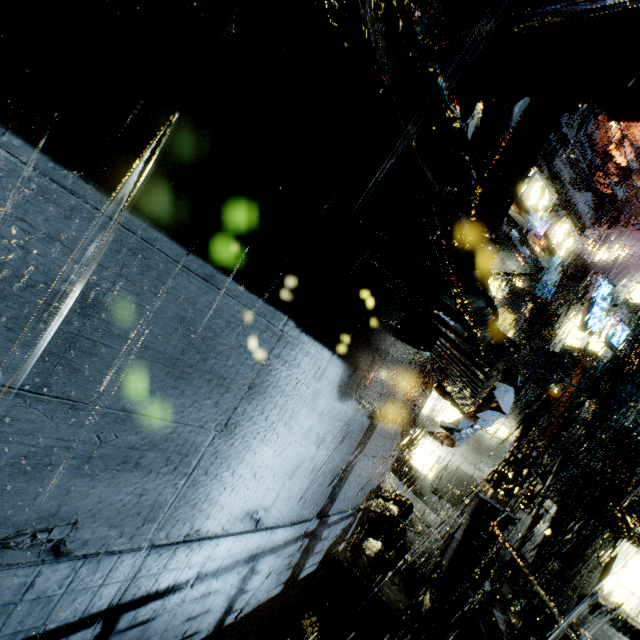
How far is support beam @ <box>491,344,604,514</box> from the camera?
12.7 meters

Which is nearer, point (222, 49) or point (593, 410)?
point (222, 49)

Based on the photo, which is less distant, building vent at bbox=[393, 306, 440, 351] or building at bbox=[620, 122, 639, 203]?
building vent at bbox=[393, 306, 440, 351]

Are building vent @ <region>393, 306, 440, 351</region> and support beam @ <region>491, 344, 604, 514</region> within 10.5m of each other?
no

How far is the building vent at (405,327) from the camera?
3.7 meters

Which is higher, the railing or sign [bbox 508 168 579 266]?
sign [bbox 508 168 579 266]

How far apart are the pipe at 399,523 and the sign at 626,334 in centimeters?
Answer: 967cm

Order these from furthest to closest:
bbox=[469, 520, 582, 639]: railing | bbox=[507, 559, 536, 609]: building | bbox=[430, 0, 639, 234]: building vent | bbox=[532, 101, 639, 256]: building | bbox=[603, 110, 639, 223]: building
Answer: bbox=[603, 110, 639, 223]: building < bbox=[532, 101, 639, 256]: building < bbox=[507, 559, 536, 609]: building < bbox=[469, 520, 582, 639]: railing < bbox=[430, 0, 639, 234]: building vent
